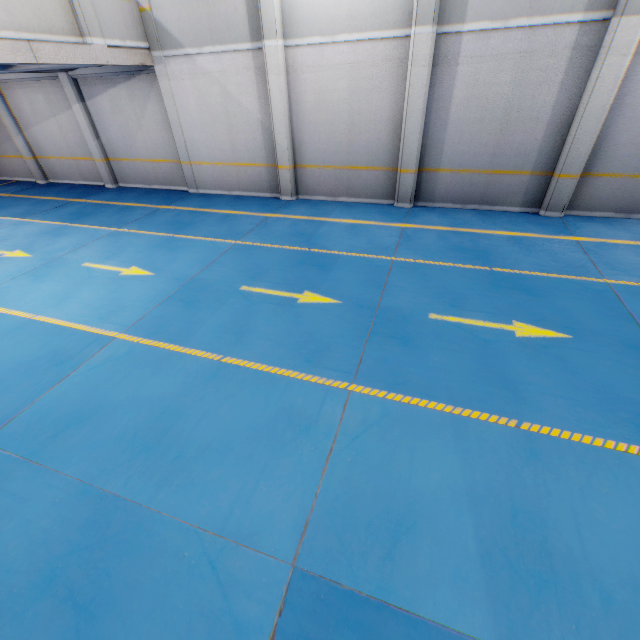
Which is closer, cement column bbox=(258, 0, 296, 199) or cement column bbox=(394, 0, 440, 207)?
cement column bbox=(394, 0, 440, 207)

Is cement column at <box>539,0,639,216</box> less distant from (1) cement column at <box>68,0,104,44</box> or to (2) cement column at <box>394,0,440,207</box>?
(2) cement column at <box>394,0,440,207</box>

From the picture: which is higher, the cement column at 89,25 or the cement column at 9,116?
the cement column at 89,25

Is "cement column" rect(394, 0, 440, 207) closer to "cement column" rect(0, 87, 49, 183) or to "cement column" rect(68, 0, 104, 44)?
"cement column" rect(0, 87, 49, 183)

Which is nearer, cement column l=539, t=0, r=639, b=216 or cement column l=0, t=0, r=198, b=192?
cement column l=539, t=0, r=639, b=216

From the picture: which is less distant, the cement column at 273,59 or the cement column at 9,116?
the cement column at 273,59

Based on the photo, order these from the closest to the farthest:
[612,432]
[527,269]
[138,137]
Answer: [612,432] → [527,269] → [138,137]

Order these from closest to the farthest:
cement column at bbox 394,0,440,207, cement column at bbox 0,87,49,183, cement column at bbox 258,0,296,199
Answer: cement column at bbox 394,0,440,207, cement column at bbox 258,0,296,199, cement column at bbox 0,87,49,183
